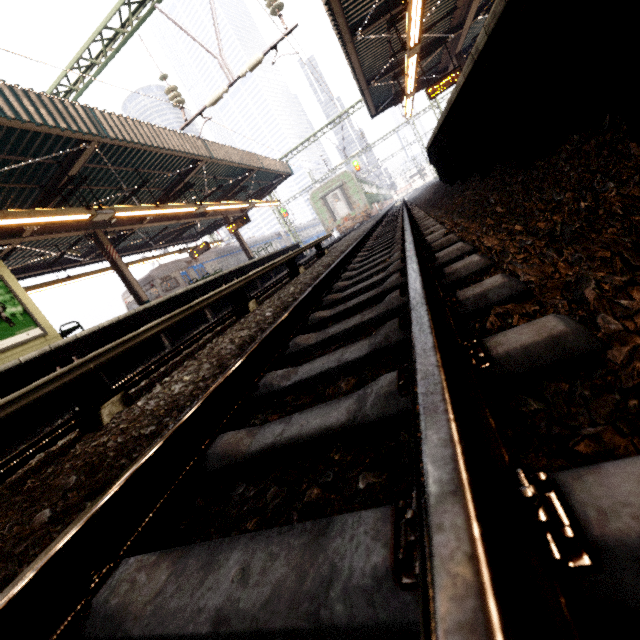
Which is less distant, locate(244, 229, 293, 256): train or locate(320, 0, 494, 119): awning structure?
locate(320, 0, 494, 119): awning structure

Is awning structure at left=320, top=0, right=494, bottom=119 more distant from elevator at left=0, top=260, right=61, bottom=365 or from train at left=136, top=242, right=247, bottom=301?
train at left=136, top=242, right=247, bottom=301

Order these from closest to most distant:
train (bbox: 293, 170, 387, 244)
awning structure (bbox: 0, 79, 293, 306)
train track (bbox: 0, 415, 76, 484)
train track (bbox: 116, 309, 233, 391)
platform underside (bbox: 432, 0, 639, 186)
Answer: platform underside (bbox: 432, 0, 639, 186), train track (bbox: 0, 415, 76, 484), train track (bbox: 116, 309, 233, 391), awning structure (bbox: 0, 79, 293, 306), train (bbox: 293, 170, 387, 244)

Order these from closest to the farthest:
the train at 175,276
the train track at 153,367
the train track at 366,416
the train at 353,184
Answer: the train track at 366,416, the train track at 153,367, the train at 175,276, the train at 353,184

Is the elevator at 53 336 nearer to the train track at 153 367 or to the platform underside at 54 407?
the platform underside at 54 407

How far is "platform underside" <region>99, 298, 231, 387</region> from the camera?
7.24m

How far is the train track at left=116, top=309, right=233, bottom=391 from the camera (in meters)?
4.47

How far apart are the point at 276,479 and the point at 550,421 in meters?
0.8
